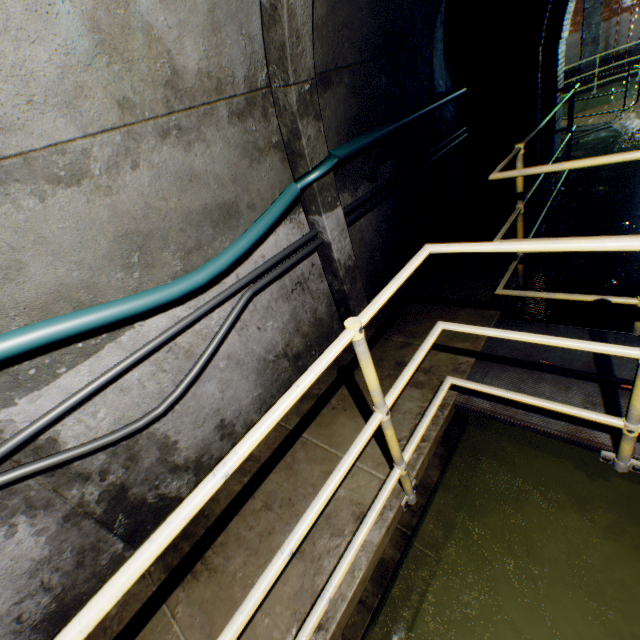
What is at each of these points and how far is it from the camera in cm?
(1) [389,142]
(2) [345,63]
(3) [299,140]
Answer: (1) building tunnel, 365
(2) building tunnel, 283
(3) wall archway, 243

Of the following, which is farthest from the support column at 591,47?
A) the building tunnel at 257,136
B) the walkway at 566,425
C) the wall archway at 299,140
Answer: the wall archway at 299,140

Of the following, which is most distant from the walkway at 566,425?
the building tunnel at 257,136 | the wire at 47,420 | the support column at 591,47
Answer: the support column at 591,47

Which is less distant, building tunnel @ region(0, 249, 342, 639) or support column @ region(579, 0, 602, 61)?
building tunnel @ region(0, 249, 342, 639)

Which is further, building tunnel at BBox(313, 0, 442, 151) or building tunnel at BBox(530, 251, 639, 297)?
building tunnel at BBox(530, 251, 639, 297)

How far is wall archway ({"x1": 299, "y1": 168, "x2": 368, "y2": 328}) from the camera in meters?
2.7 m

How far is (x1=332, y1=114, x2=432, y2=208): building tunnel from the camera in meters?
3.2

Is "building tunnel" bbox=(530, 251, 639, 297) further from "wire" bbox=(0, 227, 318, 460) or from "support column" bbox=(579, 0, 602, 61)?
"support column" bbox=(579, 0, 602, 61)
